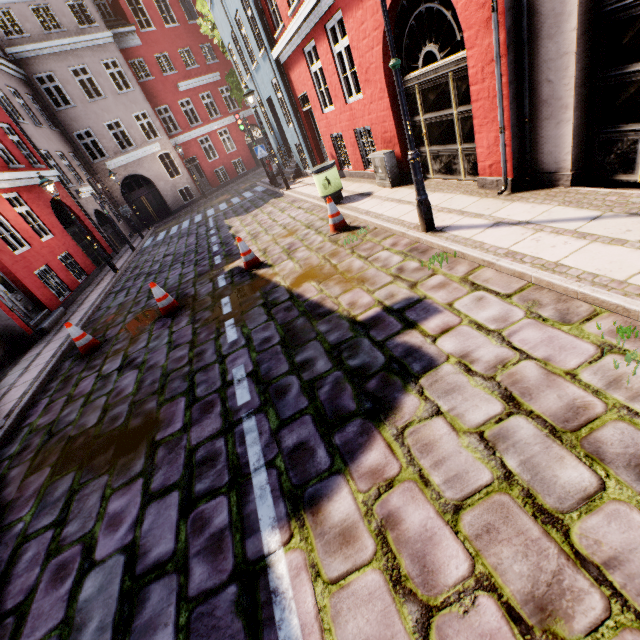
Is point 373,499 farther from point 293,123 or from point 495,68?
point 293,123

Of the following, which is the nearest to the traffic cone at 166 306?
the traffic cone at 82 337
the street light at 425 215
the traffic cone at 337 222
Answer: the traffic cone at 82 337

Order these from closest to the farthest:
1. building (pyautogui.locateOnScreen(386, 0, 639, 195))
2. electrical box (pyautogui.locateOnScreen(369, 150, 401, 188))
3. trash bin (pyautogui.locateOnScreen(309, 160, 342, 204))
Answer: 1. building (pyautogui.locateOnScreen(386, 0, 639, 195))
2. electrical box (pyautogui.locateOnScreen(369, 150, 401, 188))
3. trash bin (pyautogui.locateOnScreen(309, 160, 342, 204))

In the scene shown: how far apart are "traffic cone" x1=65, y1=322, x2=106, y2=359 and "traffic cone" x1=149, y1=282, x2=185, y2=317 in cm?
128

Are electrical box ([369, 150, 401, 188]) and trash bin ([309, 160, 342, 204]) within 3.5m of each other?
yes

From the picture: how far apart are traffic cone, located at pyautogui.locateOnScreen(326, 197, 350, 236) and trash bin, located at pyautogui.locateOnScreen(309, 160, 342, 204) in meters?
1.7 m

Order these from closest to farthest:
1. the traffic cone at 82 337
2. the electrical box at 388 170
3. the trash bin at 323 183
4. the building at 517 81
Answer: the building at 517 81 < the traffic cone at 82 337 < the electrical box at 388 170 < the trash bin at 323 183

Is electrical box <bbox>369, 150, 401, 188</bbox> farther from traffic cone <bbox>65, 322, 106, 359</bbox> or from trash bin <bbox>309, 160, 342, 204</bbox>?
traffic cone <bbox>65, 322, 106, 359</bbox>
